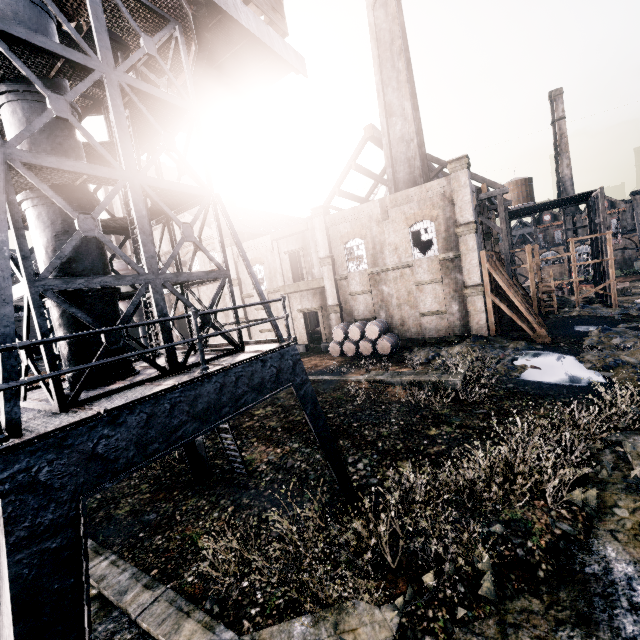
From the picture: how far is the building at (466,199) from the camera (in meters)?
23.57

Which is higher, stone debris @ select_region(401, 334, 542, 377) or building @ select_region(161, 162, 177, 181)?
building @ select_region(161, 162, 177, 181)

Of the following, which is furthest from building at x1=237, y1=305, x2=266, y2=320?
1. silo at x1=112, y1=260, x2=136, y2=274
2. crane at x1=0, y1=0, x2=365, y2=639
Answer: crane at x1=0, y1=0, x2=365, y2=639

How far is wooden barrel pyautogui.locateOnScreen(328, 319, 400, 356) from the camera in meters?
25.6

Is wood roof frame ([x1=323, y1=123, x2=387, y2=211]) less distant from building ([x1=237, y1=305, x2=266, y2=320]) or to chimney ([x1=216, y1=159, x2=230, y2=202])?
chimney ([x1=216, y1=159, x2=230, y2=202])

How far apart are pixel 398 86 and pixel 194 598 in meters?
35.4

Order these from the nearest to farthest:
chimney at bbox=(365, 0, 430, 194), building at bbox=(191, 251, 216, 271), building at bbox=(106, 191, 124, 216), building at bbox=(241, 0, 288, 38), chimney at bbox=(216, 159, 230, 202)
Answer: building at bbox=(241, 0, 288, 38), chimney at bbox=(365, 0, 430, 194), building at bbox=(191, 251, 216, 271), building at bbox=(106, 191, 124, 216), chimney at bbox=(216, 159, 230, 202)

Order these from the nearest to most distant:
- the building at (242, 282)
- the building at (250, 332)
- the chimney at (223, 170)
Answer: the building at (250, 332) < the building at (242, 282) < the chimney at (223, 170)
